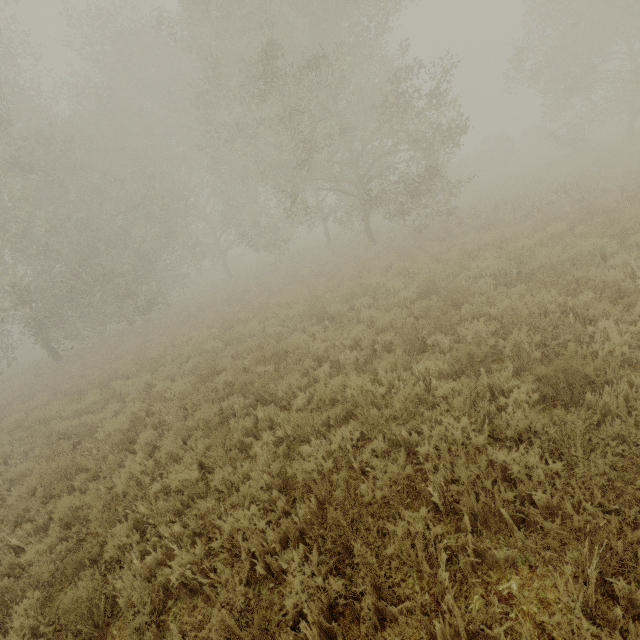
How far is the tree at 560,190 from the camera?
9.7 meters

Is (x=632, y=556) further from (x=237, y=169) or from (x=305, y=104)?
(x=237, y=169)

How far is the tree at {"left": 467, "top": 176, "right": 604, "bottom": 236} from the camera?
9.69m
